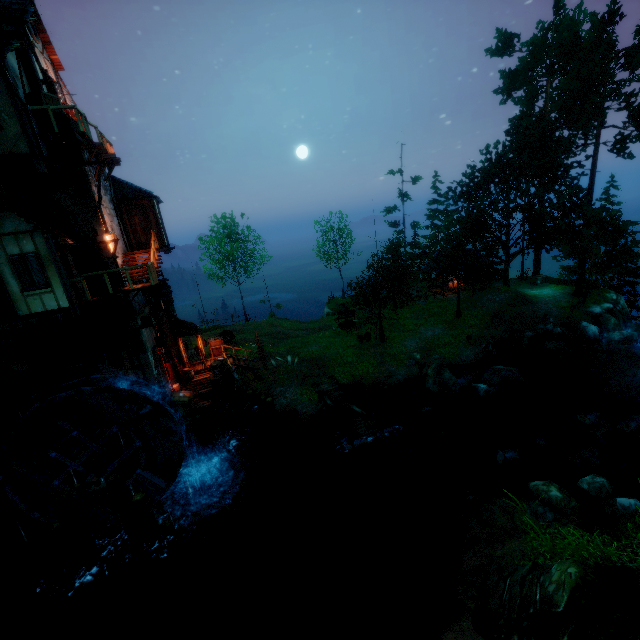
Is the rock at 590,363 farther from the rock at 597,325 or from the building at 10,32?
the building at 10,32

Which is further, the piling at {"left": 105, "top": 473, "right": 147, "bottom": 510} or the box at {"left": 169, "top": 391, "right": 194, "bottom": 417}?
the box at {"left": 169, "top": 391, "right": 194, "bottom": 417}

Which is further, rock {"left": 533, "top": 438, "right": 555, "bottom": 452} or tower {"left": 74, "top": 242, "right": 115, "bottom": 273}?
rock {"left": 533, "top": 438, "right": 555, "bottom": 452}

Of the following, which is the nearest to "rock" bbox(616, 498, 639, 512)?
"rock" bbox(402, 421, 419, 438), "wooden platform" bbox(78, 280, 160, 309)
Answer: "rock" bbox(402, 421, 419, 438)

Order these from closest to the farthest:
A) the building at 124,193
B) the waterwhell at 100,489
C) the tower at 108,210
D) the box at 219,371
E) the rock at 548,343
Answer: the waterwhell at 100,489 < the tower at 108,210 < the building at 124,193 < the box at 219,371 < the rock at 548,343

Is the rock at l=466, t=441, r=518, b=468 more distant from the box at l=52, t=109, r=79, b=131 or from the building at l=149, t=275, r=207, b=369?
the box at l=52, t=109, r=79, b=131

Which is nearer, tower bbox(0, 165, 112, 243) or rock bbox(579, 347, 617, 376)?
tower bbox(0, 165, 112, 243)

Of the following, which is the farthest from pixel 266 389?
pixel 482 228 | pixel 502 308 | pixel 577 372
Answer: pixel 482 228
